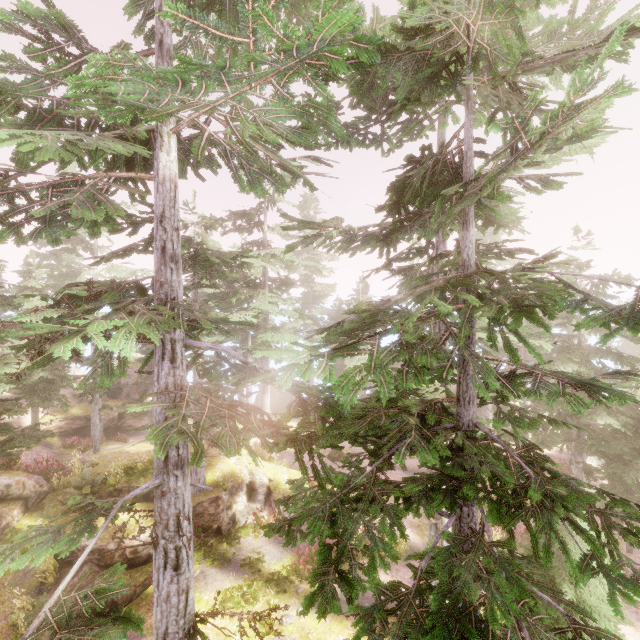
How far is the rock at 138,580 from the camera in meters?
12.1

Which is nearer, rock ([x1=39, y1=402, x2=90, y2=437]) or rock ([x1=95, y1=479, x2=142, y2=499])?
rock ([x1=95, y1=479, x2=142, y2=499])

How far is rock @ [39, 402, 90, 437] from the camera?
27.8 meters

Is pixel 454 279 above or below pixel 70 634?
above

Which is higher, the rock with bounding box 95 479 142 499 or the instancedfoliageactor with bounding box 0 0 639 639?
the instancedfoliageactor with bounding box 0 0 639 639

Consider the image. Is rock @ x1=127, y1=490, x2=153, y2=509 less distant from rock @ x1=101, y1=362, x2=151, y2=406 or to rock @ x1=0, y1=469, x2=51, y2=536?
rock @ x1=0, y1=469, x2=51, y2=536

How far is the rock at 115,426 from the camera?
29.08m

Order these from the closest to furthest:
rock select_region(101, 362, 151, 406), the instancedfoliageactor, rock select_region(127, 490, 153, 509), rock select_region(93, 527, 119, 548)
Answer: the instancedfoliageactor, rock select_region(93, 527, 119, 548), rock select_region(127, 490, 153, 509), rock select_region(101, 362, 151, 406)
